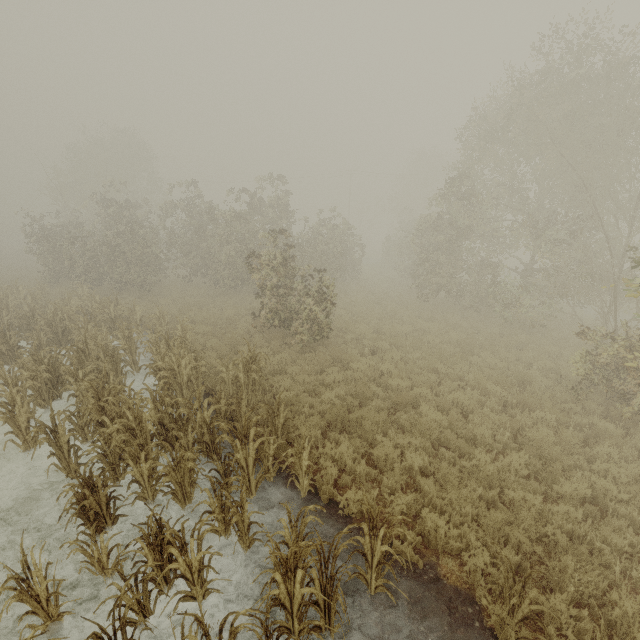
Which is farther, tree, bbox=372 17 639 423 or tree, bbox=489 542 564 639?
tree, bbox=372 17 639 423

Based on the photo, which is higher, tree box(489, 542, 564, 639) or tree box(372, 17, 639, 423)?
tree box(372, 17, 639, 423)

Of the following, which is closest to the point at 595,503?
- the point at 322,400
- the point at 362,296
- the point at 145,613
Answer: the point at 322,400

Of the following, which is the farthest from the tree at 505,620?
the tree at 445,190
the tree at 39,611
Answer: the tree at 445,190

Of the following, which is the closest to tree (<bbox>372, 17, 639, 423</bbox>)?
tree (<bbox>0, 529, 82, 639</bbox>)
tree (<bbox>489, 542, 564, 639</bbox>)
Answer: tree (<bbox>489, 542, 564, 639</bbox>)

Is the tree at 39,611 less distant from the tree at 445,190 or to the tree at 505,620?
the tree at 505,620
